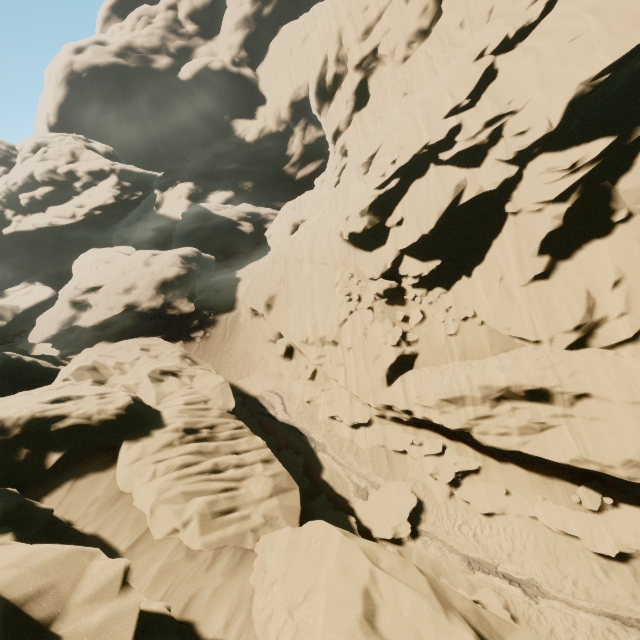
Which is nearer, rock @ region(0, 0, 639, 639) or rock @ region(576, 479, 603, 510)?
rock @ region(0, 0, 639, 639)

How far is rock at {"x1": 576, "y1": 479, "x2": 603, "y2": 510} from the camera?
11.57m

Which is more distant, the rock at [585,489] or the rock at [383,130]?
the rock at [585,489]

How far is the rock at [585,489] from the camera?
11.57m

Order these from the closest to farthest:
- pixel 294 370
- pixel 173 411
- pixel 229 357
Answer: pixel 173 411 < pixel 294 370 < pixel 229 357

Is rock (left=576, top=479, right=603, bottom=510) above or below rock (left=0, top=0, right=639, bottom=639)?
below
